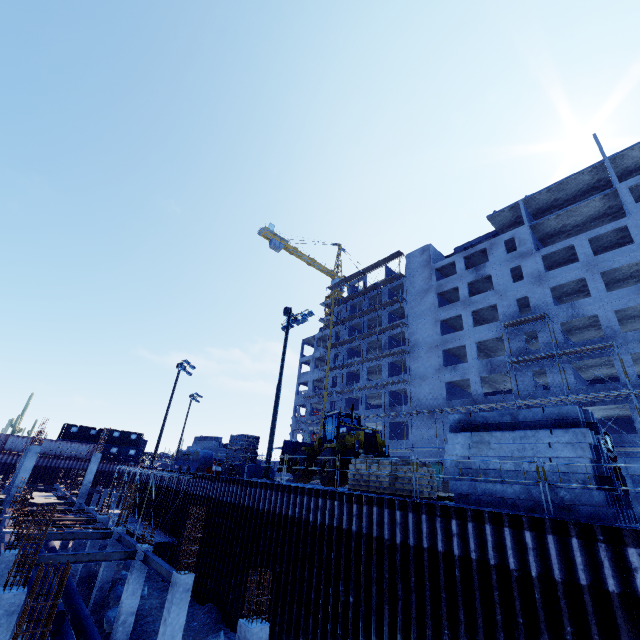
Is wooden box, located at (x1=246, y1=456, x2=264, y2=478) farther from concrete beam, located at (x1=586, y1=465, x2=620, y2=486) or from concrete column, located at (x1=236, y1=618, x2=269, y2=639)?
concrete beam, located at (x1=586, y1=465, x2=620, y2=486)

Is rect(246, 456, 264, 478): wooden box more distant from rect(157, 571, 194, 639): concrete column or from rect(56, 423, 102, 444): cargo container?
rect(56, 423, 102, 444): cargo container

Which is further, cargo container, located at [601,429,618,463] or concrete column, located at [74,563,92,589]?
cargo container, located at [601,429,618,463]

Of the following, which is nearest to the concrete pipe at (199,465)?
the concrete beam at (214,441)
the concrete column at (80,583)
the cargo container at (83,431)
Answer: the concrete beam at (214,441)

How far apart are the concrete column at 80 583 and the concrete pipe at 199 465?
5.42m

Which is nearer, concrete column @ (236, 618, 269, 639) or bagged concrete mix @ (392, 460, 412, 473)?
concrete column @ (236, 618, 269, 639)

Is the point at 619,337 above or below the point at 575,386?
above

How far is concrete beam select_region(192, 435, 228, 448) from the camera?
32.3m
